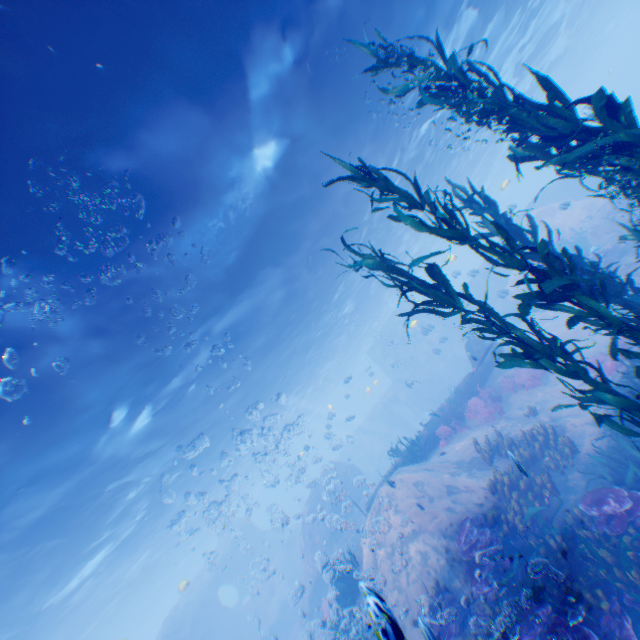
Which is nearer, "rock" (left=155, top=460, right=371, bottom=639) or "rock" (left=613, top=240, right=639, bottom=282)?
"rock" (left=613, top=240, right=639, bottom=282)

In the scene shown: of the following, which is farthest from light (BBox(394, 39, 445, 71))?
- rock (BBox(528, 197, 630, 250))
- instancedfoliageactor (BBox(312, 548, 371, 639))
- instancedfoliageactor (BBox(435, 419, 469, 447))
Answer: instancedfoliageactor (BBox(312, 548, 371, 639))

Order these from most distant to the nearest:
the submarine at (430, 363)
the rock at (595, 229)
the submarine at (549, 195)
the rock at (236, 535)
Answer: the submarine at (430, 363) → the submarine at (549, 195) → the rock at (236, 535) → the rock at (595, 229)

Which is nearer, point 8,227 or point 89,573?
point 8,227

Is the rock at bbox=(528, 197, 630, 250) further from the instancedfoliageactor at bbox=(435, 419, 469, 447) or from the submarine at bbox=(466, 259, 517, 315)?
the instancedfoliageactor at bbox=(435, 419, 469, 447)

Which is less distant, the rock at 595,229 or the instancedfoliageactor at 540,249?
the instancedfoliageactor at 540,249

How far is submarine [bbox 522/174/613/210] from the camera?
26.5m

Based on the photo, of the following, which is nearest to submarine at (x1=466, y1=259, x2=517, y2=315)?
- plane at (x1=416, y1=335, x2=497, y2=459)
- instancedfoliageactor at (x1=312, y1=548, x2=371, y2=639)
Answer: plane at (x1=416, y1=335, x2=497, y2=459)
